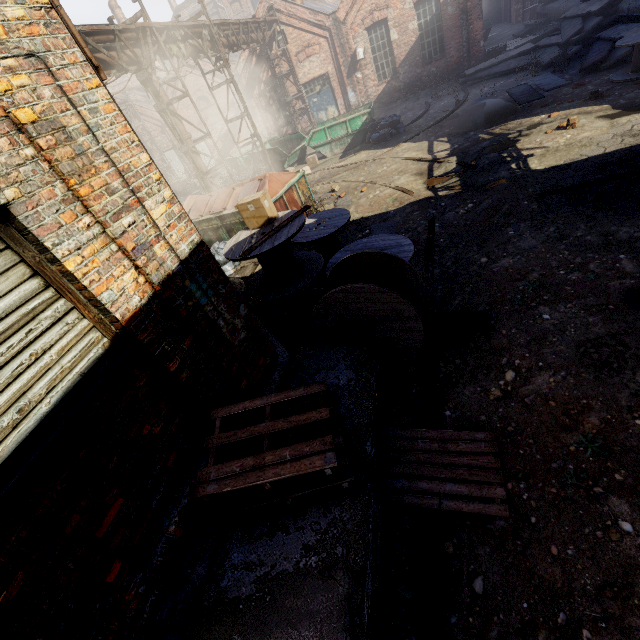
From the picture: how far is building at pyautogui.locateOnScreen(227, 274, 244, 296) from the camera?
8.6m

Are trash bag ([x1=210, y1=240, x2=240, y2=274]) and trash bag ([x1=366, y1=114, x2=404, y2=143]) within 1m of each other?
no

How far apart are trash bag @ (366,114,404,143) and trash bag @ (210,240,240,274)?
8.6 meters

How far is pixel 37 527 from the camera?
1.9 meters

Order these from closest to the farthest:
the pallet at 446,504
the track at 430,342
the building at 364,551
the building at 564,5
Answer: the building at 364,551 → the pallet at 446,504 → the track at 430,342 → the building at 564,5

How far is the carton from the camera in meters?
5.5 m

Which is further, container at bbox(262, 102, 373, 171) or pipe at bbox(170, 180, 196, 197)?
pipe at bbox(170, 180, 196, 197)

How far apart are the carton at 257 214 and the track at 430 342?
2.97m
